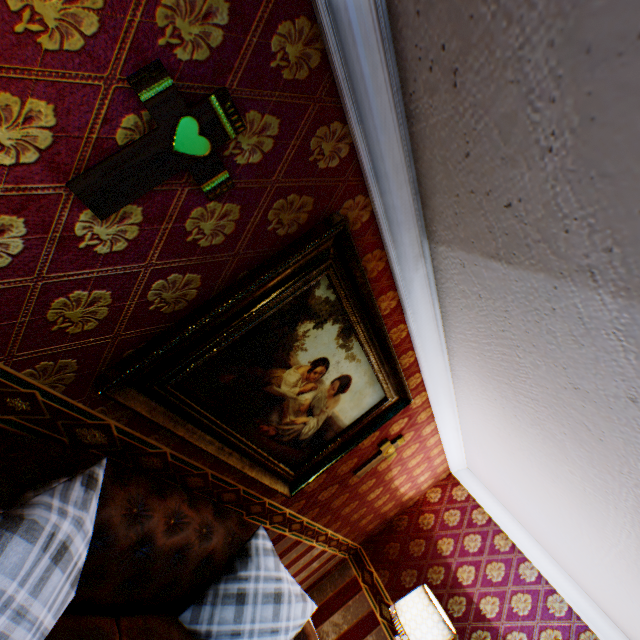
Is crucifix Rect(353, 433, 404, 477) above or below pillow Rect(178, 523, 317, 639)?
above

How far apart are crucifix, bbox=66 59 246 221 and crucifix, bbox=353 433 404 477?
2.78m

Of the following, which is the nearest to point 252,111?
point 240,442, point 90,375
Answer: point 90,375

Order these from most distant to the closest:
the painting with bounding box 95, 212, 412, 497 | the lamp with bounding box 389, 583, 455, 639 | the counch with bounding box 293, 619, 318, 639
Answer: the lamp with bounding box 389, 583, 455, 639, the counch with bounding box 293, 619, 318, 639, the painting with bounding box 95, 212, 412, 497

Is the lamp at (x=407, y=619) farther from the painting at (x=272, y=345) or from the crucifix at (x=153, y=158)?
the crucifix at (x=153, y=158)

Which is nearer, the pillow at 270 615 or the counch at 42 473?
the counch at 42 473

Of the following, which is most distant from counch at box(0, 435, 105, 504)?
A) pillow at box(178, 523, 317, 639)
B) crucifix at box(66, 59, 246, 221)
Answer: crucifix at box(66, 59, 246, 221)

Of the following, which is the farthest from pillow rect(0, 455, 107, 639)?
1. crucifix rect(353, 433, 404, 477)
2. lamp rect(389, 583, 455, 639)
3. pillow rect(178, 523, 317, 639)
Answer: lamp rect(389, 583, 455, 639)
